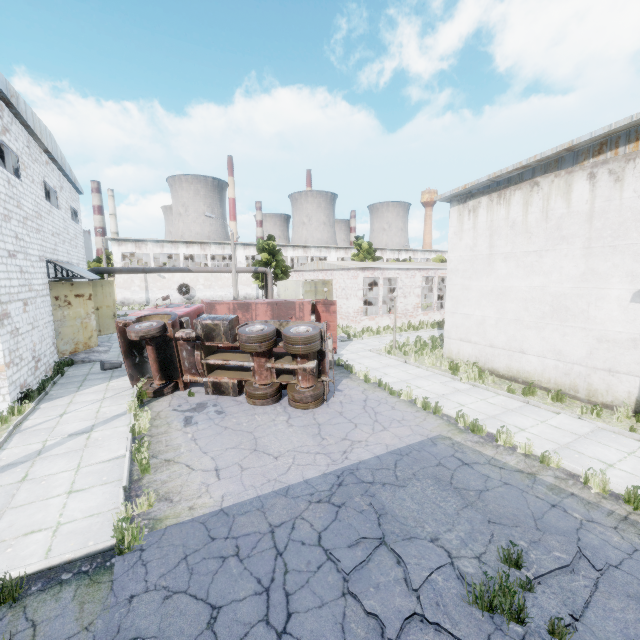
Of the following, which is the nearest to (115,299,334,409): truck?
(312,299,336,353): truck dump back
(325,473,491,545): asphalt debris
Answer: (325,473,491,545): asphalt debris

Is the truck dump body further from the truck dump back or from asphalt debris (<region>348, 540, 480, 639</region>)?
asphalt debris (<region>348, 540, 480, 639</region>)

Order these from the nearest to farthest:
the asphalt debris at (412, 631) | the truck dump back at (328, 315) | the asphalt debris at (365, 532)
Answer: the asphalt debris at (412, 631) → the asphalt debris at (365, 532) → the truck dump back at (328, 315)

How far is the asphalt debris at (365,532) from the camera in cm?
554

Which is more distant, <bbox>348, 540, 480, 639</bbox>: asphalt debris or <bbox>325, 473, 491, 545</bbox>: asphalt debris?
<bbox>325, 473, 491, 545</bbox>: asphalt debris

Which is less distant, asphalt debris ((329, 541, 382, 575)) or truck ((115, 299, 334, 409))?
asphalt debris ((329, 541, 382, 575))

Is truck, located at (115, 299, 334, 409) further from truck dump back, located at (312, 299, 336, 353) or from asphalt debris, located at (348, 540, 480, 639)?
truck dump back, located at (312, 299, 336, 353)

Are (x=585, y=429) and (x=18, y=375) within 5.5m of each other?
no
